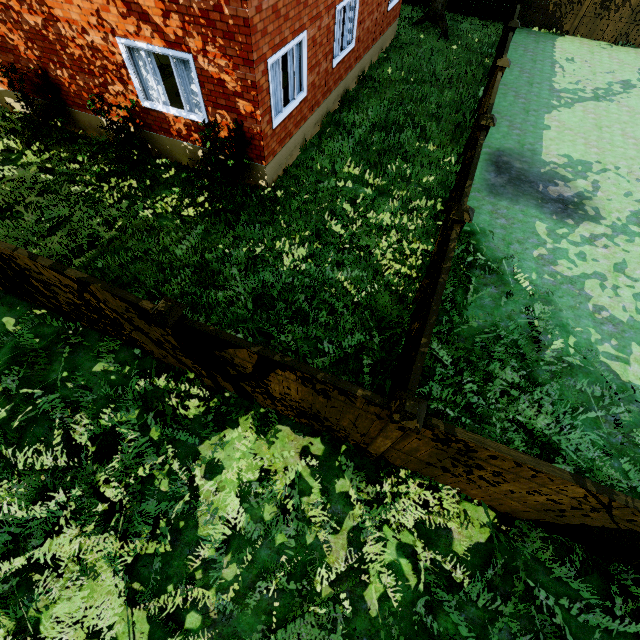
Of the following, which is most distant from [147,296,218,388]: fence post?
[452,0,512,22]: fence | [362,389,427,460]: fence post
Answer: [362,389,427,460]: fence post

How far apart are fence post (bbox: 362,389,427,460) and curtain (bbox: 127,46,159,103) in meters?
8.1 m

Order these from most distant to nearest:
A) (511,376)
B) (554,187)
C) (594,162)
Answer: (594,162), (554,187), (511,376)

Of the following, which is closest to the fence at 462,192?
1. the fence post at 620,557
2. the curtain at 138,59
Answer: the fence post at 620,557

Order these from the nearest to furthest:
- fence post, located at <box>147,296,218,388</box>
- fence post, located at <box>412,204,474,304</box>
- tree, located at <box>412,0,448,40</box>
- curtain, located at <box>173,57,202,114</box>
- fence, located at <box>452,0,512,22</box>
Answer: fence post, located at <box>147,296,218,388</box> < fence post, located at <box>412,204,474,304</box> < curtain, located at <box>173,57,202,114</box> < tree, located at <box>412,0,448,40</box> < fence, located at <box>452,0,512,22</box>

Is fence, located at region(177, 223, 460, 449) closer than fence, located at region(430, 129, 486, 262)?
Yes
